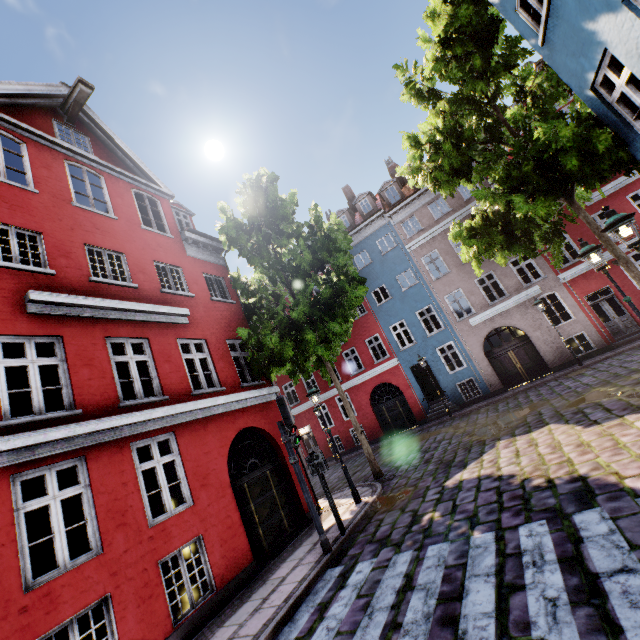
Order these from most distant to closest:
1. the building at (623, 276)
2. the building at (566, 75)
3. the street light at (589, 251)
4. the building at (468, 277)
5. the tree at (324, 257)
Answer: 1. the building at (468, 277)
2. the building at (623, 276)
3. the tree at (324, 257)
4. the street light at (589, 251)
5. the building at (566, 75)

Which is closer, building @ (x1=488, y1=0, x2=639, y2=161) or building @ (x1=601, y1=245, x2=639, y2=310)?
building @ (x1=488, y1=0, x2=639, y2=161)

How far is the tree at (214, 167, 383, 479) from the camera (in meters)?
A: 10.76

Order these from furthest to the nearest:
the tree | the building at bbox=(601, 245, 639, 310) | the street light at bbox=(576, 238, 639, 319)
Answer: the building at bbox=(601, 245, 639, 310), the tree, the street light at bbox=(576, 238, 639, 319)

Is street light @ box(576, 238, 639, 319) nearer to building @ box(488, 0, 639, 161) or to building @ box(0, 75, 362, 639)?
building @ box(488, 0, 639, 161)

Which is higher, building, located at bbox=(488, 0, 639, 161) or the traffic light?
building, located at bbox=(488, 0, 639, 161)

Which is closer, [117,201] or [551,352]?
[117,201]

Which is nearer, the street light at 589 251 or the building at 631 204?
the street light at 589 251
